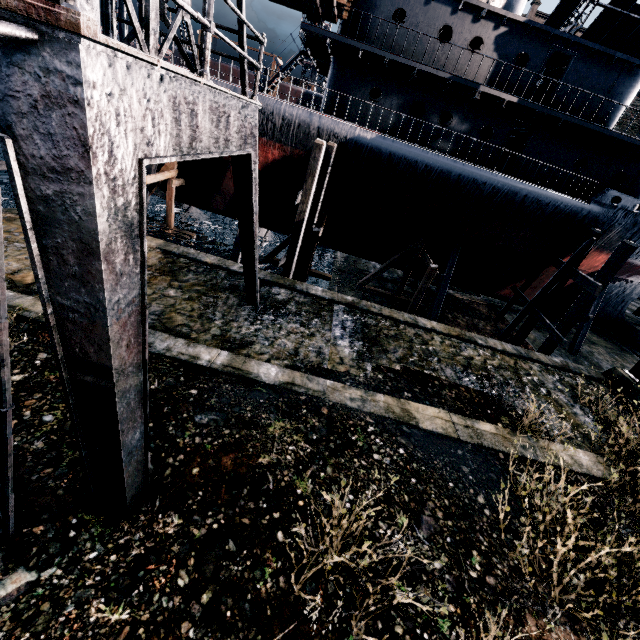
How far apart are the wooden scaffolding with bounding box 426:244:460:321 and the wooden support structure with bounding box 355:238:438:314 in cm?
102

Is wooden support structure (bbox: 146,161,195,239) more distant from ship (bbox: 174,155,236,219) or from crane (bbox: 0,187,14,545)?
crane (bbox: 0,187,14,545)

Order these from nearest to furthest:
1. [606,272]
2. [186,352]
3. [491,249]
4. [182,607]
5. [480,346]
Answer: [182,607], [186,352], [480,346], [606,272], [491,249]

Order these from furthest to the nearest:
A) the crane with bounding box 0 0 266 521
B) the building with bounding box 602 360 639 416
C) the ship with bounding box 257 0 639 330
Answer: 1. the ship with bounding box 257 0 639 330
2. the building with bounding box 602 360 639 416
3. the crane with bounding box 0 0 266 521

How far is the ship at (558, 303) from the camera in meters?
22.0 m

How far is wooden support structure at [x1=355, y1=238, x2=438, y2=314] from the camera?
16.56m

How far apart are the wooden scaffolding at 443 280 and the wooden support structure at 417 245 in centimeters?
102cm

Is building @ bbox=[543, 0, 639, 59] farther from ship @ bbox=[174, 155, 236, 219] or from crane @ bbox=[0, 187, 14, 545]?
ship @ bbox=[174, 155, 236, 219]
